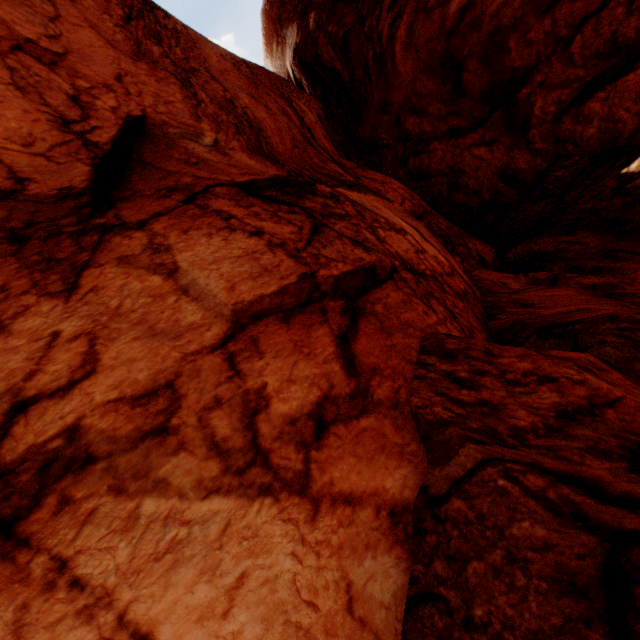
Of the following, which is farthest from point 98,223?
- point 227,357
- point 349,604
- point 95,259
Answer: point 349,604
